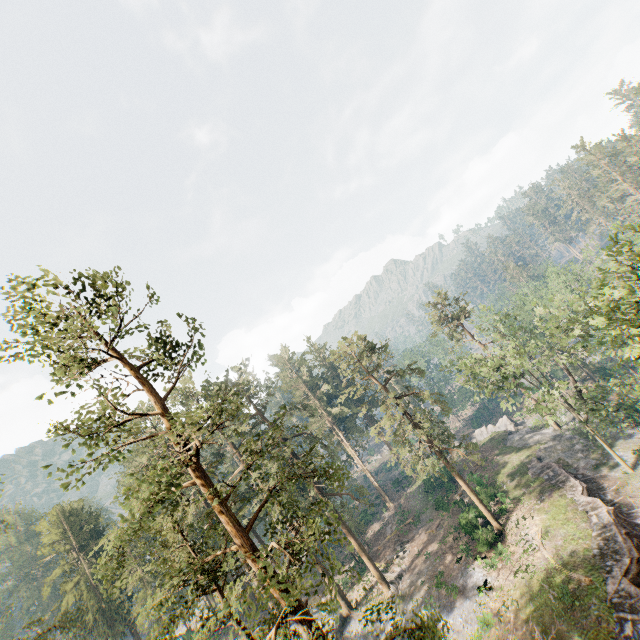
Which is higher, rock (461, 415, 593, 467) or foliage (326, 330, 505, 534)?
foliage (326, 330, 505, 534)

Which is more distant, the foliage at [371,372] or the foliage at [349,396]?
the foliage at [349,396]

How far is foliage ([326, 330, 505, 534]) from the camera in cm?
3070

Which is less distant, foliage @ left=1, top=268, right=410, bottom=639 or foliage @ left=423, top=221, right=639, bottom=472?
foliage @ left=1, top=268, right=410, bottom=639

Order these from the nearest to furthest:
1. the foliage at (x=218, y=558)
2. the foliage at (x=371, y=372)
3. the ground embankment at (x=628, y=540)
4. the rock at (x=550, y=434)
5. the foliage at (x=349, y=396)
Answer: the foliage at (x=218, y=558), the ground embankment at (x=628, y=540), the foliage at (x=371, y=372), the foliage at (x=349, y=396), the rock at (x=550, y=434)

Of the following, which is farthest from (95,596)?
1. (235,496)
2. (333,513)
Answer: (235,496)

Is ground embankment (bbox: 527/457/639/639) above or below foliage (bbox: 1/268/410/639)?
below

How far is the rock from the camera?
36.9m
